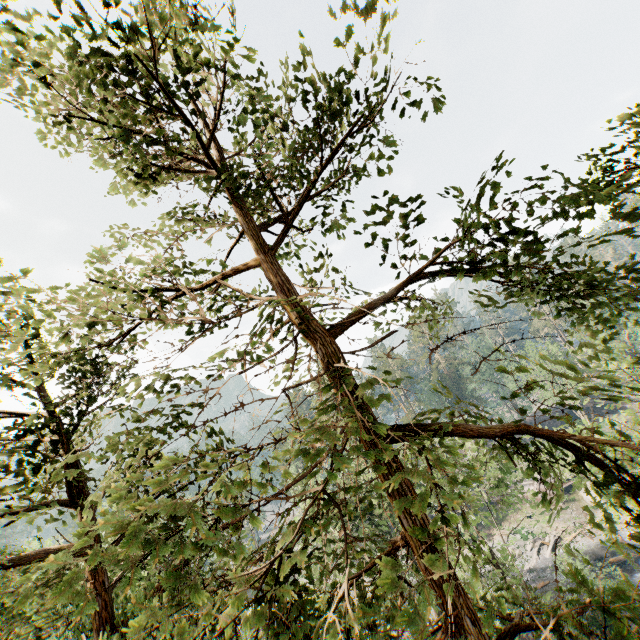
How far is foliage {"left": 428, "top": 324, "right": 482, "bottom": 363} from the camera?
3.6 meters

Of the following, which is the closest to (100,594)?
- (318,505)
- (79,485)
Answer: (79,485)

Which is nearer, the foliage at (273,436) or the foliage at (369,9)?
the foliage at (273,436)

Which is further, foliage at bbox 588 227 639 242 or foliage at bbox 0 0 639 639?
foliage at bbox 588 227 639 242

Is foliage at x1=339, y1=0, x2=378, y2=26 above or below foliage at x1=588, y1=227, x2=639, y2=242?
above
